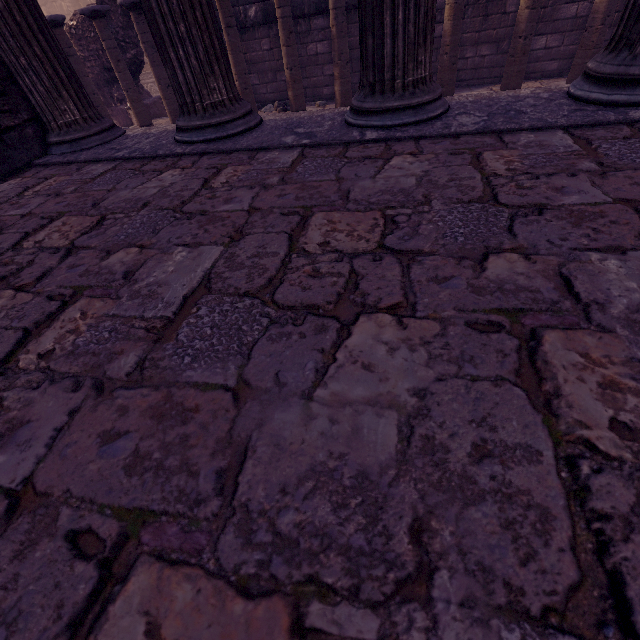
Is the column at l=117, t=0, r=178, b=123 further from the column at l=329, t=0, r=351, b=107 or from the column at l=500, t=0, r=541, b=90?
the column at l=500, t=0, r=541, b=90

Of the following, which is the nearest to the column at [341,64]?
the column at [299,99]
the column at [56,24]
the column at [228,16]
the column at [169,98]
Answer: the column at [299,99]

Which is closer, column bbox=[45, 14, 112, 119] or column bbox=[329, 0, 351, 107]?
column bbox=[329, 0, 351, 107]

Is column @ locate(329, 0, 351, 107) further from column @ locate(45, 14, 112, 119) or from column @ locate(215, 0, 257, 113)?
column @ locate(45, 14, 112, 119)

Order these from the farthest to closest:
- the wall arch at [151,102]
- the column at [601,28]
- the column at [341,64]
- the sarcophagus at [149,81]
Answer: the sarcophagus at [149,81] → the wall arch at [151,102] → the column at [341,64] → the column at [601,28]

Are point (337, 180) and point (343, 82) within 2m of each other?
no

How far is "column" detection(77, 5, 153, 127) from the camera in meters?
7.0 m

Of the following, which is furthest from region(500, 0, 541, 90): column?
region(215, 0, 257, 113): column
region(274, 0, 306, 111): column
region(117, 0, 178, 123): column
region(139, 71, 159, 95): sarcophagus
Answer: region(139, 71, 159, 95): sarcophagus
